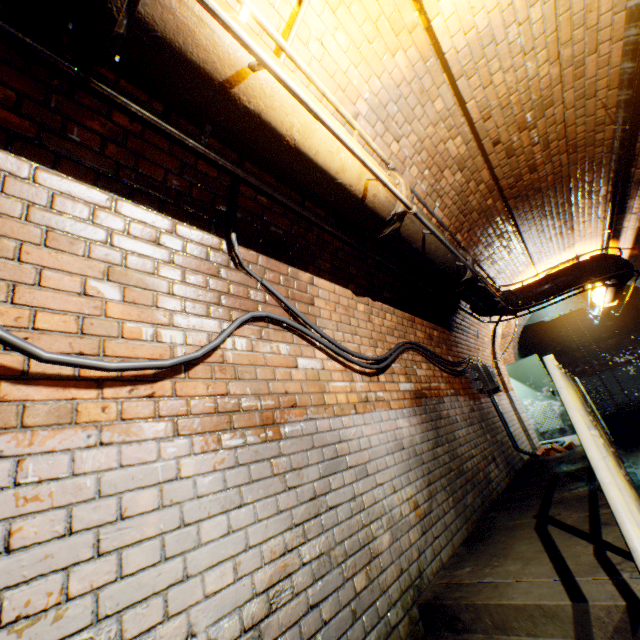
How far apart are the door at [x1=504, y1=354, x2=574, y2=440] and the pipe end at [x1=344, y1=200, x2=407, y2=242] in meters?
8.2 m

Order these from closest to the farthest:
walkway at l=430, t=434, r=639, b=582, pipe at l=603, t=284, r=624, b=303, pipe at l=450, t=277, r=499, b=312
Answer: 1. walkway at l=430, t=434, r=639, b=582
2. pipe at l=450, t=277, r=499, b=312
3. pipe at l=603, t=284, r=624, b=303

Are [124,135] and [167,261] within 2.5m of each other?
yes

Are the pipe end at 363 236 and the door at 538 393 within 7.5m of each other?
no

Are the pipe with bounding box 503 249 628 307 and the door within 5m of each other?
yes

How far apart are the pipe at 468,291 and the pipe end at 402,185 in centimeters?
204cm

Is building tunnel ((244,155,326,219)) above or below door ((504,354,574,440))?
above

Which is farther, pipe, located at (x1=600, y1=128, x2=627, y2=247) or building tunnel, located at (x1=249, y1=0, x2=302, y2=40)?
pipe, located at (x1=600, y1=128, x2=627, y2=247)
